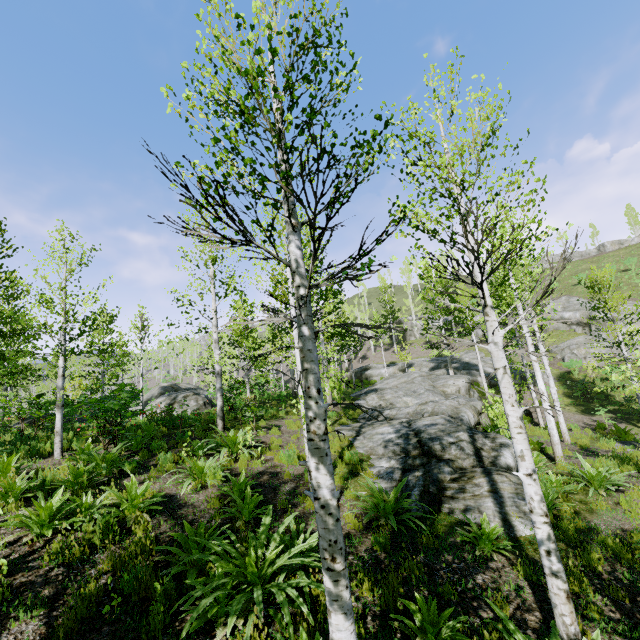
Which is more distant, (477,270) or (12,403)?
(12,403)

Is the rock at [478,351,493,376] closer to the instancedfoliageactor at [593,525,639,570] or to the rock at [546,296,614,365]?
the instancedfoliageactor at [593,525,639,570]

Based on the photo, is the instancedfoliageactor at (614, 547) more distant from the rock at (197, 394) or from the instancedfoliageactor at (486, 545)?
the rock at (197, 394)

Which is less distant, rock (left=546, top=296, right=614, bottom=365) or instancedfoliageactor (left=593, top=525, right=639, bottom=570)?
instancedfoliageactor (left=593, top=525, right=639, bottom=570)

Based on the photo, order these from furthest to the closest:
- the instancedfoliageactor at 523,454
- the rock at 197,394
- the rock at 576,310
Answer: the rock at 576,310
the rock at 197,394
the instancedfoliageactor at 523,454

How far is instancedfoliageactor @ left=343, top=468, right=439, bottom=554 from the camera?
5.72m

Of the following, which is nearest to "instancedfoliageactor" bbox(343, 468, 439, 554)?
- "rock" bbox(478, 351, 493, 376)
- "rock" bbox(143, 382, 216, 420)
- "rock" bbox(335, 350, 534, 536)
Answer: "rock" bbox(335, 350, 534, 536)

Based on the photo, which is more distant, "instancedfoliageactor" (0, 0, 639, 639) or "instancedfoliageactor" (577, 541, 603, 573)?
"instancedfoliageactor" (577, 541, 603, 573)
